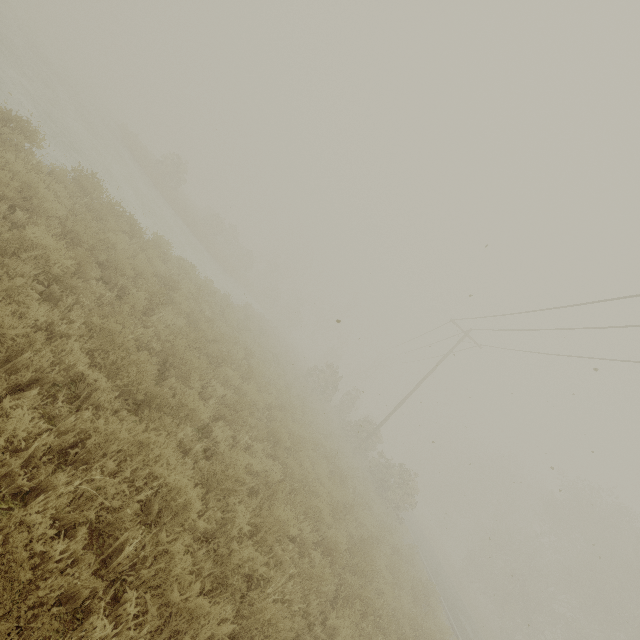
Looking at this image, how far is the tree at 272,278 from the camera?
33.1 meters

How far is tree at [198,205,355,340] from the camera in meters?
33.1 m

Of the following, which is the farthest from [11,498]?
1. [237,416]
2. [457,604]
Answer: [457,604]
